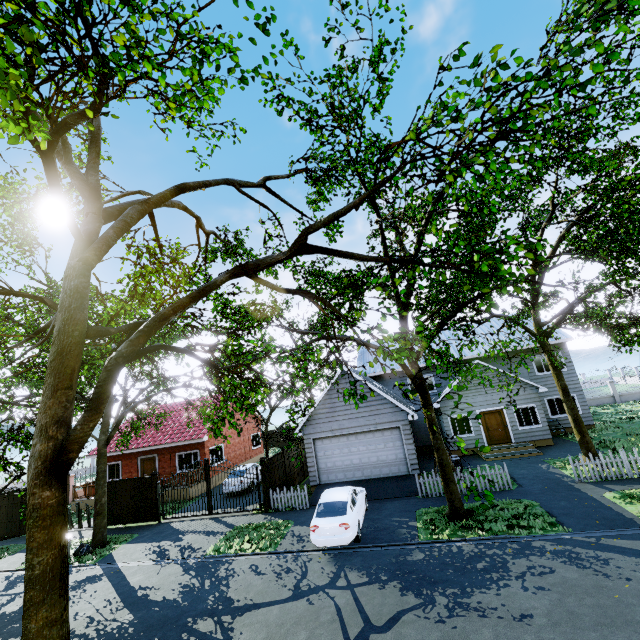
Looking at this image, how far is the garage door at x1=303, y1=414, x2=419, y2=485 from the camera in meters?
17.2 m

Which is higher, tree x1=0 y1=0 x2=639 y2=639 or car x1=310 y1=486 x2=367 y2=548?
tree x1=0 y1=0 x2=639 y2=639

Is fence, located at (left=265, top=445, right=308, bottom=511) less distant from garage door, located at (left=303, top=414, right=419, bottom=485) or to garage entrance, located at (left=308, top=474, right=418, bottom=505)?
garage entrance, located at (left=308, top=474, right=418, bottom=505)

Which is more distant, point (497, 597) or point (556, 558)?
point (556, 558)

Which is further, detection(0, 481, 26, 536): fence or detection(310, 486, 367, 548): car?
detection(0, 481, 26, 536): fence

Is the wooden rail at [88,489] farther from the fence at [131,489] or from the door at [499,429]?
the door at [499,429]

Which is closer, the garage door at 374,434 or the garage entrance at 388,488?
the garage entrance at 388,488

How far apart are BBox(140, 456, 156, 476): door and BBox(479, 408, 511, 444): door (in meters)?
23.63
